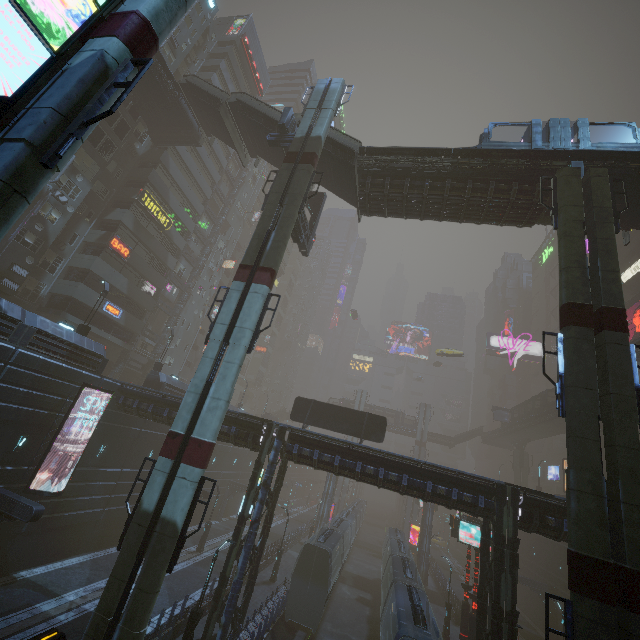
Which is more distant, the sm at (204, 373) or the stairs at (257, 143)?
the stairs at (257, 143)

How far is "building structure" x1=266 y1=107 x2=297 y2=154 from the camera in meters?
23.0 m

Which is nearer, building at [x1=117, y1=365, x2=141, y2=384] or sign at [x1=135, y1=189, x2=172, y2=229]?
sign at [x1=135, y1=189, x2=172, y2=229]

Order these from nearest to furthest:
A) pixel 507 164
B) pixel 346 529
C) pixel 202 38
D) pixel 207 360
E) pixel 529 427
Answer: pixel 207 360 < pixel 507 164 < pixel 346 529 < pixel 202 38 < pixel 529 427

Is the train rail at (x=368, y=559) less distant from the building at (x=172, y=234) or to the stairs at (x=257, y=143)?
the building at (x=172, y=234)

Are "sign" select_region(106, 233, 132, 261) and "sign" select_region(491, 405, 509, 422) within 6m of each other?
no

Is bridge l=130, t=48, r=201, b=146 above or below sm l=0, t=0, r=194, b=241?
above

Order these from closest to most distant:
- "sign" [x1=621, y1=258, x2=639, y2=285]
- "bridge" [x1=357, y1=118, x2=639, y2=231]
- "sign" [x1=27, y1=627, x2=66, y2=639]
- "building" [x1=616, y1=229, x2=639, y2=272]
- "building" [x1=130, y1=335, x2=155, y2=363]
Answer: "sign" [x1=27, y1=627, x2=66, y2=639], "bridge" [x1=357, y1=118, x2=639, y2=231], "building" [x1=130, y1=335, x2=155, y2=363], "sign" [x1=621, y1=258, x2=639, y2=285], "building" [x1=616, y1=229, x2=639, y2=272]
